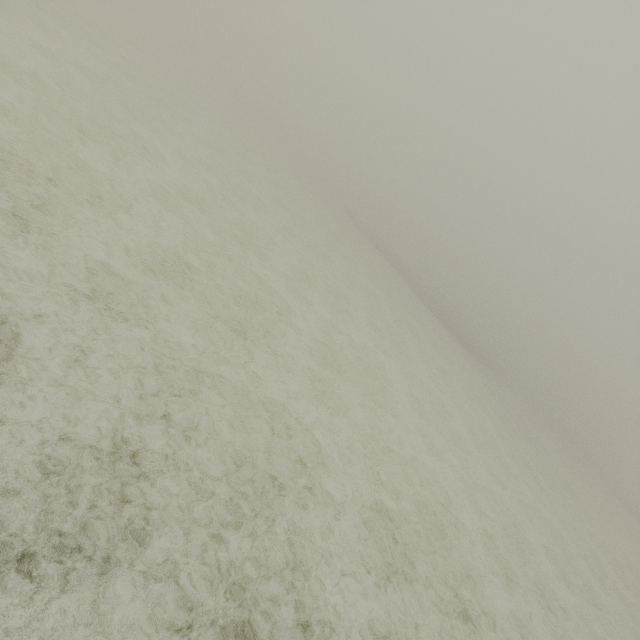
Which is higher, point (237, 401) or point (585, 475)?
point (585, 475)
